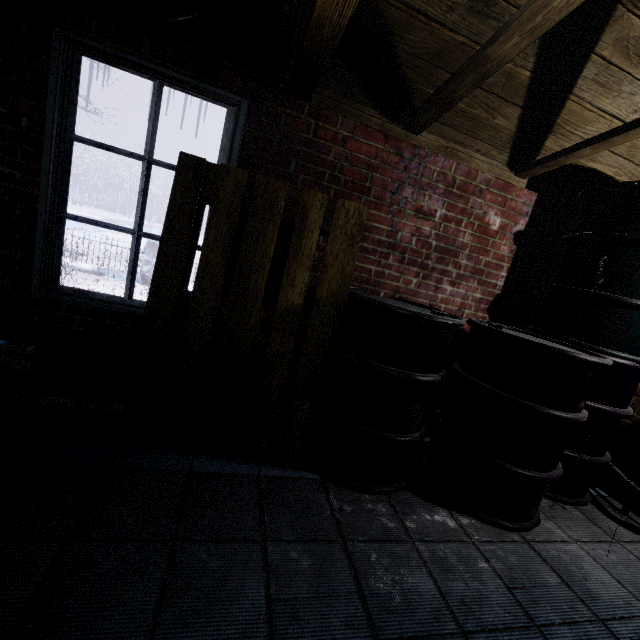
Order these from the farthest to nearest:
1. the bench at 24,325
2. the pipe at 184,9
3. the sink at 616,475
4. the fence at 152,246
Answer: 1. the fence at 152,246
2. the sink at 616,475
3. the bench at 24,325
4. the pipe at 184,9

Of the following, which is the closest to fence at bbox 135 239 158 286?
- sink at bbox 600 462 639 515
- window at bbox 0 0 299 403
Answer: window at bbox 0 0 299 403

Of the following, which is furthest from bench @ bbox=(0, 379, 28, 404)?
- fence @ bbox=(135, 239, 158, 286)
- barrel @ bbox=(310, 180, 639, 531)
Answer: fence @ bbox=(135, 239, 158, 286)

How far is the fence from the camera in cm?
598

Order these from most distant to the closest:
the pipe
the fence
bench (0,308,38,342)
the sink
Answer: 1. the fence
2. the sink
3. bench (0,308,38,342)
4. the pipe

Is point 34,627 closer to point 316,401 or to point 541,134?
point 316,401

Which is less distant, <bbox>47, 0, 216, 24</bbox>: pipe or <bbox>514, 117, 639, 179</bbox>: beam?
<bbox>47, 0, 216, 24</bbox>: pipe

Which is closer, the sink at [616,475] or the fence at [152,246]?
the sink at [616,475]
